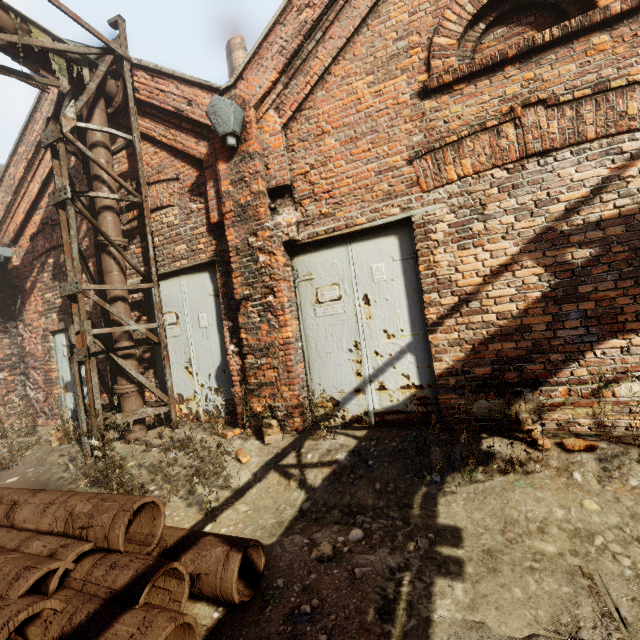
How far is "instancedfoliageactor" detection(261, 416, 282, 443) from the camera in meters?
4.0

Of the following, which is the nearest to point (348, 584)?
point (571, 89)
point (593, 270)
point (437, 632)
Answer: point (437, 632)

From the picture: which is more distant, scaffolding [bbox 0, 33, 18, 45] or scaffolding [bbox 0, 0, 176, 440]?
scaffolding [bbox 0, 0, 176, 440]

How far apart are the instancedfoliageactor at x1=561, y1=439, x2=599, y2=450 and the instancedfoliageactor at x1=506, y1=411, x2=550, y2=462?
0.2 meters

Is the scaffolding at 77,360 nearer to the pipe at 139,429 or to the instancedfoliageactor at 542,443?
the pipe at 139,429

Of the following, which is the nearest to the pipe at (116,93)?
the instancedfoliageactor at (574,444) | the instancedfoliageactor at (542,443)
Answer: the instancedfoliageactor at (542,443)

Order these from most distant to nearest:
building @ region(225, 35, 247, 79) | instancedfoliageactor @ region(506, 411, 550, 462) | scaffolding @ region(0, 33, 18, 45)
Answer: building @ region(225, 35, 247, 79) → scaffolding @ region(0, 33, 18, 45) → instancedfoliageactor @ region(506, 411, 550, 462)

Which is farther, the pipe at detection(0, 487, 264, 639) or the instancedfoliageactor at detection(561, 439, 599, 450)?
the instancedfoliageactor at detection(561, 439, 599, 450)
